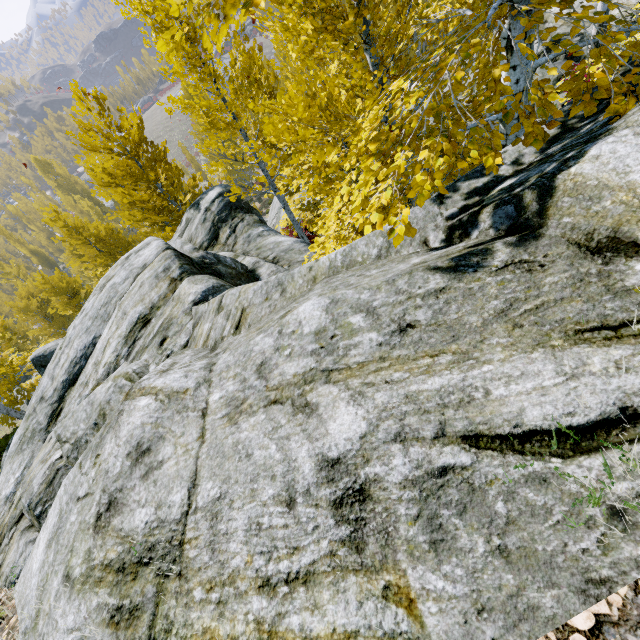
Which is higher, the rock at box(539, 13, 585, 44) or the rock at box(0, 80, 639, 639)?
the rock at box(0, 80, 639, 639)

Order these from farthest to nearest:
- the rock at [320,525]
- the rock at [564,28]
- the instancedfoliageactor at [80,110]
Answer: the instancedfoliageactor at [80,110] < the rock at [564,28] < the rock at [320,525]

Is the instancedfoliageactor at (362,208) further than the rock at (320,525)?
Yes

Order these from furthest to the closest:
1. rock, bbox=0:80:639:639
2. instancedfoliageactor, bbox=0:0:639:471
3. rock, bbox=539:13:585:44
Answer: rock, bbox=539:13:585:44
instancedfoliageactor, bbox=0:0:639:471
rock, bbox=0:80:639:639

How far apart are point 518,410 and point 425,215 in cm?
179

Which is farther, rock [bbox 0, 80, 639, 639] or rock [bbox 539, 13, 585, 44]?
rock [bbox 539, 13, 585, 44]

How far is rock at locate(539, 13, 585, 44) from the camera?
9.12m

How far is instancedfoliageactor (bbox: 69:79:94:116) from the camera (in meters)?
10.95
